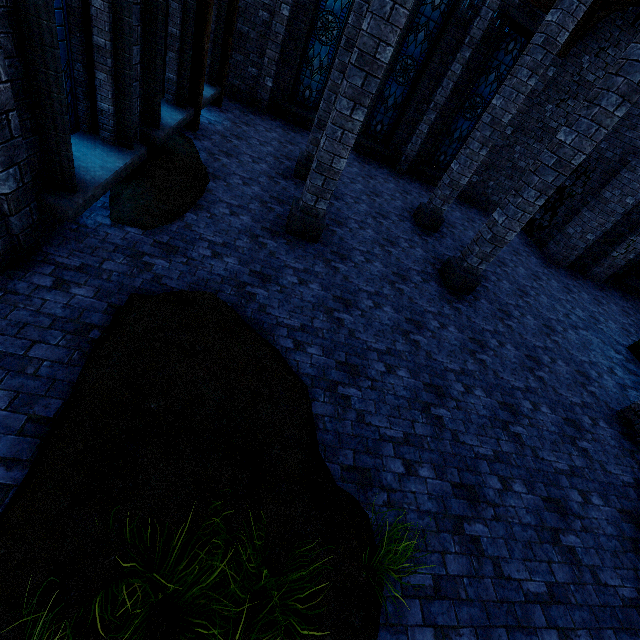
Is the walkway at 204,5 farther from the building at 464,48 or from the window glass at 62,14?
the window glass at 62,14

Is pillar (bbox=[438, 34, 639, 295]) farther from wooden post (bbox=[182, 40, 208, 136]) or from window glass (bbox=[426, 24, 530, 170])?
window glass (bbox=[426, 24, 530, 170])

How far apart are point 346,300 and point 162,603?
4.55m

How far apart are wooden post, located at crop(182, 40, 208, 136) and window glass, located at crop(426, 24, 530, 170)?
9.1 meters

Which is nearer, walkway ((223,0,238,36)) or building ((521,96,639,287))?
walkway ((223,0,238,36))

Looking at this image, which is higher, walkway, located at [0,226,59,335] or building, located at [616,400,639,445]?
building, located at [616,400,639,445]

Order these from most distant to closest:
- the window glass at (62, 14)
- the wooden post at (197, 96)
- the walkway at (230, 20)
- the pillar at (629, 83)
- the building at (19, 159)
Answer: the walkway at (230, 20) → the wooden post at (197, 96) → the pillar at (629, 83) → the window glass at (62, 14) → the building at (19, 159)

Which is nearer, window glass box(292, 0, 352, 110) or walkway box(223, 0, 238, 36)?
walkway box(223, 0, 238, 36)
